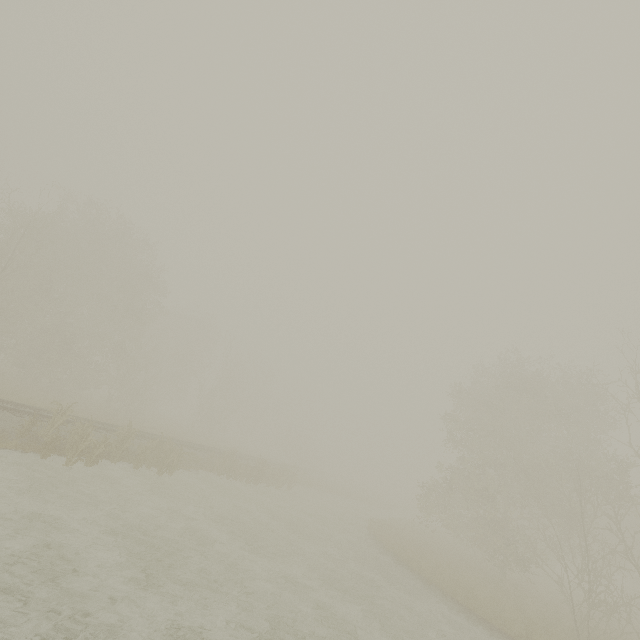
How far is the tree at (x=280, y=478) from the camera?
22.8 meters

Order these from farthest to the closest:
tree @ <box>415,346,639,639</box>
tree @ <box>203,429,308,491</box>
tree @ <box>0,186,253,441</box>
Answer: tree @ <box>0,186,253,441</box>
tree @ <box>203,429,308,491</box>
tree @ <box>415,346,639,639</box>

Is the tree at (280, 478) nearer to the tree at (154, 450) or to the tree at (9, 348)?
the tree at (9, 348)

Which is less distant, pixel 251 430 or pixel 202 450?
pixel 202 450

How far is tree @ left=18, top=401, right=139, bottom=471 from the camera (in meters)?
12.40

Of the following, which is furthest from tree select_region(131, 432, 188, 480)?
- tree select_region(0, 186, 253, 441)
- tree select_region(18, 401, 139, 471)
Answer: tree select_region(0, 186, 253, 441)

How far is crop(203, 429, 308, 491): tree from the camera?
22.8 meters

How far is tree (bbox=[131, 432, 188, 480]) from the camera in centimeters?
1595cm
